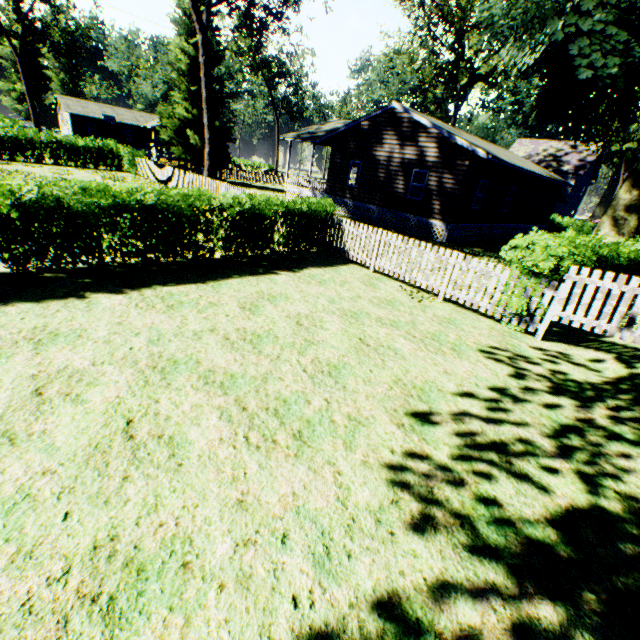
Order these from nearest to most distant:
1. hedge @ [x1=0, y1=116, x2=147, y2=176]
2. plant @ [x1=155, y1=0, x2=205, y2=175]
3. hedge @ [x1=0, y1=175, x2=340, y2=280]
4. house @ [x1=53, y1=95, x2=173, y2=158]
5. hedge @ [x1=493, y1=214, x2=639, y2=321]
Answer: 1. hedge @ [x1=0, y1=175, x2=340, y2=280]
2. hedge @ [x1=493, y1=214, x2=639, y2=321]
3. hedge @ [x1=0, y1=116, x2=147, y2=176]
4. plant @ [x1=155, y1=0, x2=205, y2=175]
5. house @ [x1=53, y1=95, x2=173, y2=158]

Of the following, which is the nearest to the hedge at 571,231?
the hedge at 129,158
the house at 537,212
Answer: the hedge at 129,158

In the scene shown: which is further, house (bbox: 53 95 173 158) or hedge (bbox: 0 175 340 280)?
house (bbox: 53 95 173 158)

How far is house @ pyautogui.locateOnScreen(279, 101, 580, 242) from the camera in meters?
17.3 m

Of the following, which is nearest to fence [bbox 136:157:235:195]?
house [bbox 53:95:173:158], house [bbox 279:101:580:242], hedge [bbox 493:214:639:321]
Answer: hedge [bbox 493:214:639:321]

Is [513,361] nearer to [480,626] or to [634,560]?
[634,560]

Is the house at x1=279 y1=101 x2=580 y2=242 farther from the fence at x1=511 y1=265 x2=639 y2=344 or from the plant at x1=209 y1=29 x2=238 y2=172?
the fence at x1=511 y1=265 x2=639 y2=344

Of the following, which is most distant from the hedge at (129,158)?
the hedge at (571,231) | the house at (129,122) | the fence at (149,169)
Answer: the house at (129,122)
